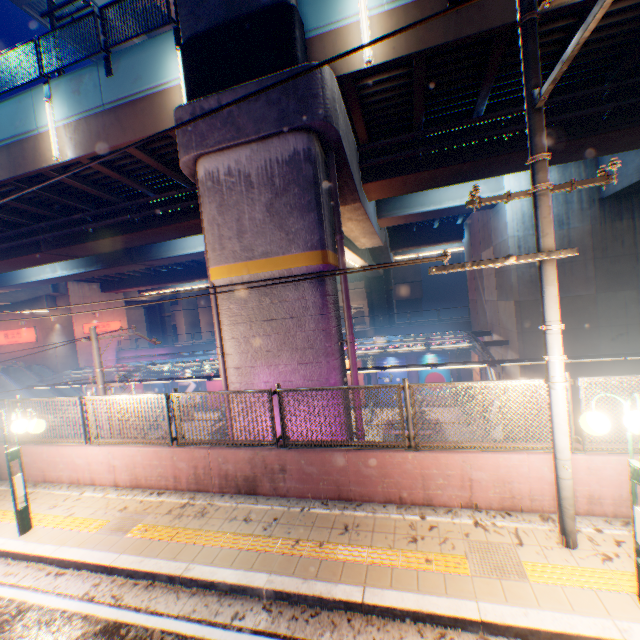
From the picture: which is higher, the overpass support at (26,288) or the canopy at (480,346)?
the overpass support at (26,288)

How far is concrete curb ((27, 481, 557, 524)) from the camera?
5.2 meters

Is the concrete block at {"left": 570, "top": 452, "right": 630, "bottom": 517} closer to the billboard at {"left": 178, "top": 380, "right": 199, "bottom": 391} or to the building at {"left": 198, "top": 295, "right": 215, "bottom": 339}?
the billboard at {"left": 178, "top": 380, "right": 199, "bottom": 391}

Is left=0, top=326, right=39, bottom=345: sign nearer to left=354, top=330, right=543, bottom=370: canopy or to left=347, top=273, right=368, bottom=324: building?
left=354, top=330, right=543, bottom=370: canopy

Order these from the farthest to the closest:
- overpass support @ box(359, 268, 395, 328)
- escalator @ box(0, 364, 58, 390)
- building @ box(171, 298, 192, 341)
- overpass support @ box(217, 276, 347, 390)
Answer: building @ box(171, 298, 192, 341) < overpass support @ box(359, 268, 395, 328) < escalator @ box(0, 364, 58, 390) < overpass support @ box(217, 276, 347, 390)

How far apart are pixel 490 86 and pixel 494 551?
10.7 meters

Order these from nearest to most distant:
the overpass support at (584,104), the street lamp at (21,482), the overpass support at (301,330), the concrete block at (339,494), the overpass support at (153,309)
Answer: the concrete block at (339,494) → the street lamp at (21,482) → the overpass support at (301,330) → the overpass support at (584,104) → the overpass support at (153,309)

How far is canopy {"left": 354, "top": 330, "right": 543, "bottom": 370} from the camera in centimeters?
1405cm
